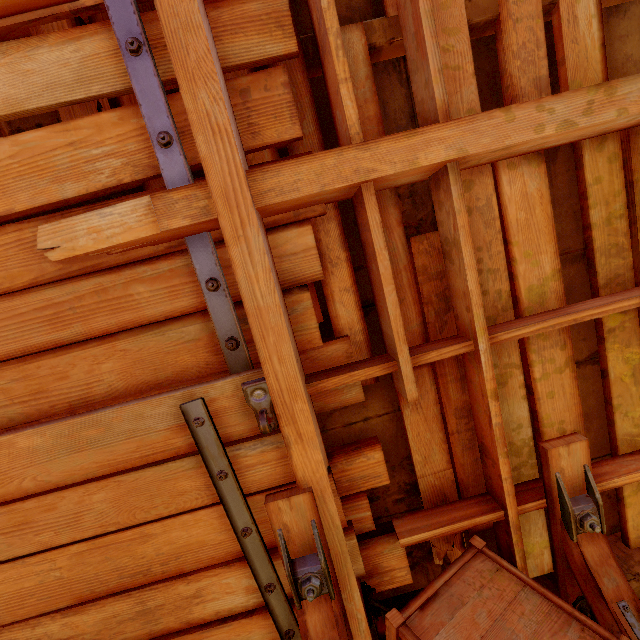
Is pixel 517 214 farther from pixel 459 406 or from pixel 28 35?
pixel 28 35

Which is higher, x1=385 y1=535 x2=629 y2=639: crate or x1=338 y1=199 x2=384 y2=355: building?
x1=338 y1=199 x2=384 y2=355: building

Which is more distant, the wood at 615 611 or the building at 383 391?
the building at 383 391

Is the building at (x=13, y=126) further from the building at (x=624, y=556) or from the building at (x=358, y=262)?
the building at (x=358, y=262)

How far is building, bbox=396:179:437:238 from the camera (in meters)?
1.60

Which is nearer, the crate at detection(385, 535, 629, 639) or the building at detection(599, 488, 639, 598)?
the crate at detection(385, 535, 629, 639)
